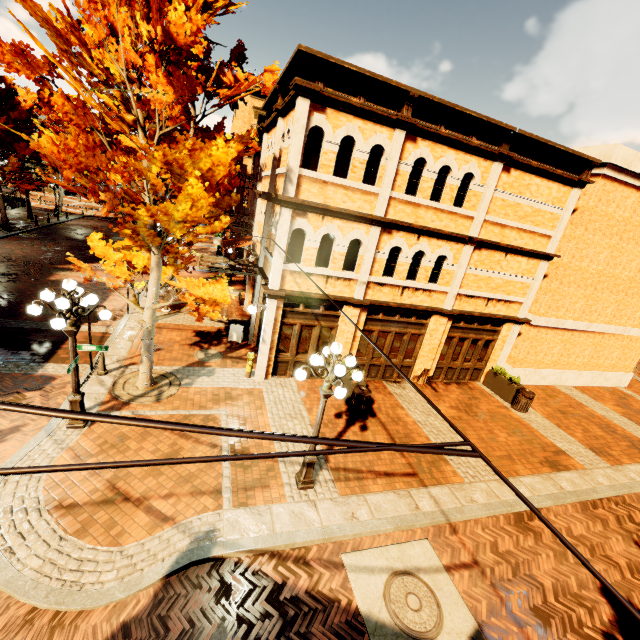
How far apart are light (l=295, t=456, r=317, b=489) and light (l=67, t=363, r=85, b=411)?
4.4m

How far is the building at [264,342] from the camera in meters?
10.4

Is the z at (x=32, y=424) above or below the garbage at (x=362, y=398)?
below

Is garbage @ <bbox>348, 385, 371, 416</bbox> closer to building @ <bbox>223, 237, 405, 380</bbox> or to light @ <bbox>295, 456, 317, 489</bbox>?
building @ <bbox>223, 237, 405, 380</bbox>

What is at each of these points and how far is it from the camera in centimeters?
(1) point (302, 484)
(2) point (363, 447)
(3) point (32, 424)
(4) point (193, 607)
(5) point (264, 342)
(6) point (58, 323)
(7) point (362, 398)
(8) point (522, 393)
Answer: (1) light, 739cm
(2) power line, 181cm
(3) z, 779cm
(4) z, 510cm
(5) building, 1084cm
(6) light, 629cm
(7) garbage, 1019cm
(8) garbage, 1281cm

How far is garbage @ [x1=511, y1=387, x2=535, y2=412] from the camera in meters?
12.7

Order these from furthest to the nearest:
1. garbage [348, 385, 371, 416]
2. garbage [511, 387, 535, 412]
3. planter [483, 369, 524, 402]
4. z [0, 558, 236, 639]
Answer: planter [483, 369, 524, 402] < garbage [511, 387, 535, 412] < garbage [348, 385, 371, 416] < z [0, 558, 236, 639]

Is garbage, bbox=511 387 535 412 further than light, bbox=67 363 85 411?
Yes
